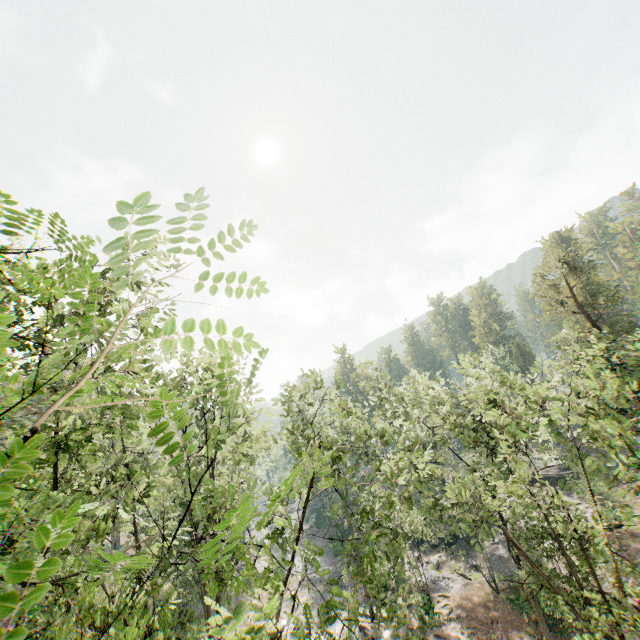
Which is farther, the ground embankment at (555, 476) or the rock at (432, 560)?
the ground embankment at (555, 476)

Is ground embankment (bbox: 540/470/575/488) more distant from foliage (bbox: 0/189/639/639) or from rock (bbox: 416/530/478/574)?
rock (bbox: 416/530/478/574)

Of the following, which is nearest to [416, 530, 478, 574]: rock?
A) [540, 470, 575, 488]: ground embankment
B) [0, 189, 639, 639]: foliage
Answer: [0, 189, 639, 639]: foliage

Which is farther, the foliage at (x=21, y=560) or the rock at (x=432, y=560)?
the rock at (x=432, y=560)

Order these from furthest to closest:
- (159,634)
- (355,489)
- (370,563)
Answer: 1. (355,489)
2. (370,563)
3. (159,634)

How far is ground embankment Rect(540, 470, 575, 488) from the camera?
42.5m
